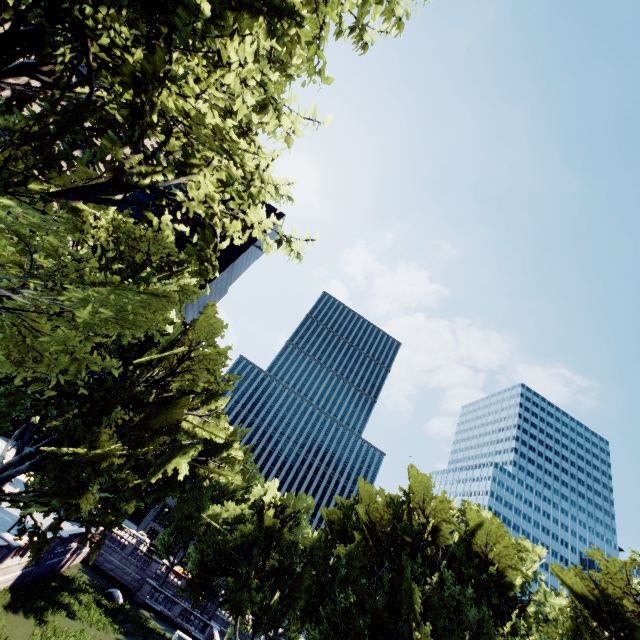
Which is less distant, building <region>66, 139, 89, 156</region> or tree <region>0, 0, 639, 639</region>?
tree <region>0, 0, 639, 639</region>

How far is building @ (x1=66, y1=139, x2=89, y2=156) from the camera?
54.70m

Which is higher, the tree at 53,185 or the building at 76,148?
the building at 76,148

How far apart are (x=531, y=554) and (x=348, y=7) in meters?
50.5 m

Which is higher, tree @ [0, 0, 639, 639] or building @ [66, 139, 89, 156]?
building @ [66, 139, 89, 156]

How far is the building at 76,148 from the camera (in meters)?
54.70
